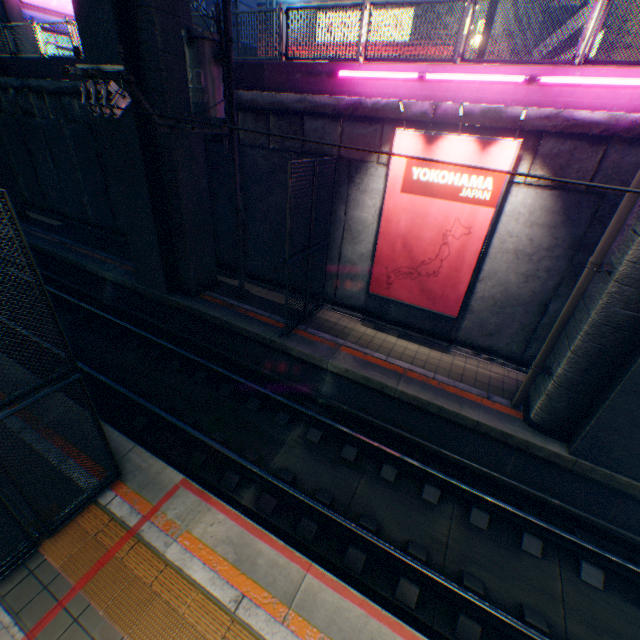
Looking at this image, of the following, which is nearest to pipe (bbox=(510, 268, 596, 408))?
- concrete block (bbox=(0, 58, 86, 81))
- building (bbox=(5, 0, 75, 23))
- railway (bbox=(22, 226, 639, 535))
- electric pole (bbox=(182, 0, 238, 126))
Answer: railway (bbox=(22, 226, 639, 535))

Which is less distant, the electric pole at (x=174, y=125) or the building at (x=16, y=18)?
the electric pole at (x=174, y=125)

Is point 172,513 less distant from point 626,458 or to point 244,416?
point 244,416

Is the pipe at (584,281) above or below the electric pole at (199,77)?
below

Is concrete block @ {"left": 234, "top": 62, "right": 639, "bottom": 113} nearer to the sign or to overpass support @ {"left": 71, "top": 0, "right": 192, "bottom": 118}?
overpass support @ {"left": 71, "top": 0, "right": 192, "bottom": 118}

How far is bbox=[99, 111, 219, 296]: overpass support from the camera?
9.19m

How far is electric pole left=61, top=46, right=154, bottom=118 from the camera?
5.54m

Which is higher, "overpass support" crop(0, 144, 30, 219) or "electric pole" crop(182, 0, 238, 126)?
"electric pole" crop(182, 0, 238, 126)
